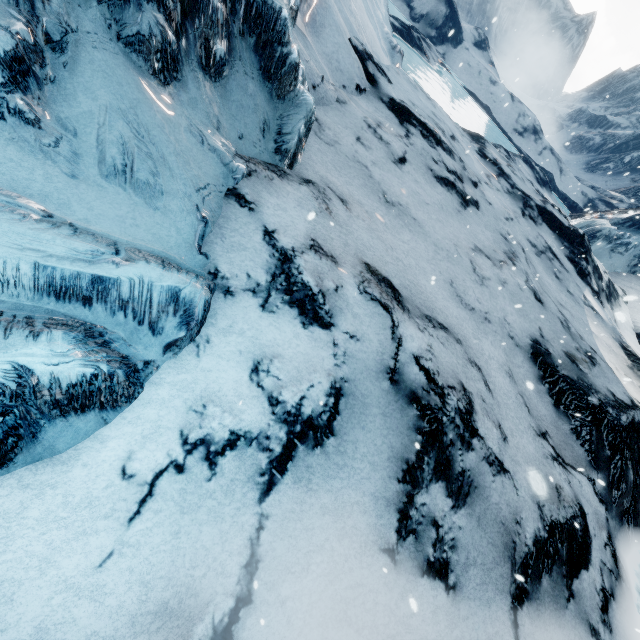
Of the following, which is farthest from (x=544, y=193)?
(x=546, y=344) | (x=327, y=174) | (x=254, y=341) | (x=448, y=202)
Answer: (x=254, y=341)
